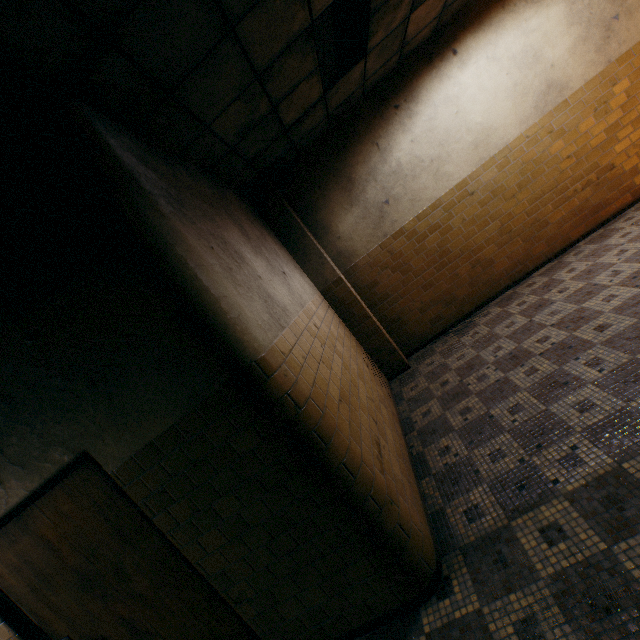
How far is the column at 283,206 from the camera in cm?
516

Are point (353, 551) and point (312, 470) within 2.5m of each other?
yes

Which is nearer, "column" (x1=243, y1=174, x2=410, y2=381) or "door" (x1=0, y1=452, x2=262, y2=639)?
"door" (x1=0, y1=452, x2=262, y2=639)

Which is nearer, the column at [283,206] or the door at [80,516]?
the door at [80,516]

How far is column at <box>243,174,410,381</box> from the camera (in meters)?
5.16
